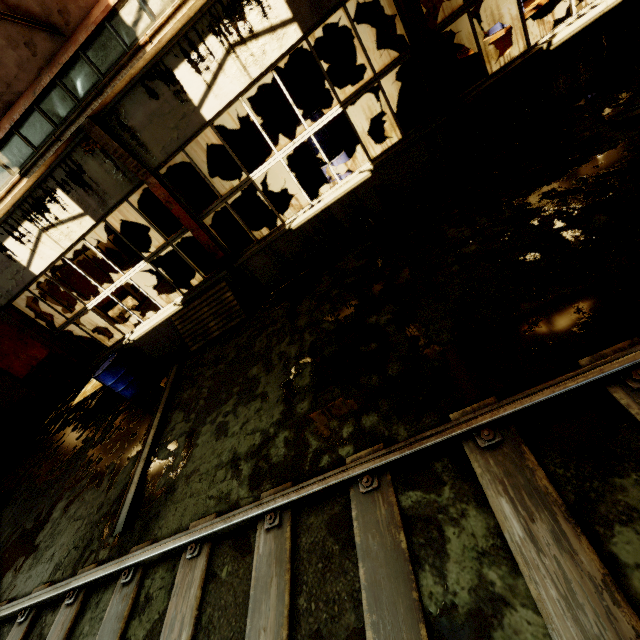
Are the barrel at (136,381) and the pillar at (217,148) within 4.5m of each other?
no

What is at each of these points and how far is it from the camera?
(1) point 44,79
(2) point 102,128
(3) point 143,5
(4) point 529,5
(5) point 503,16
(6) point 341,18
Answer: (1) crane rail, 4.7m
(2) pillar, 5.2m
(3) beam, 4.3m
(4) cable drum, 6.7m
(5) barrel, 6.5m
(6) pillar, 8.3m

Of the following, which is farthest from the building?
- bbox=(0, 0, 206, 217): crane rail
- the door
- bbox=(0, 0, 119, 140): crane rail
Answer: the door

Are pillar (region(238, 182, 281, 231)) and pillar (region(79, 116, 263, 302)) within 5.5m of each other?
yes

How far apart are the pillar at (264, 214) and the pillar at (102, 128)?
4.3 meters

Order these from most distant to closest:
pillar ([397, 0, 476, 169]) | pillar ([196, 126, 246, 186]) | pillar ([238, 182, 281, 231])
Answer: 1. pillar ([238, 182, 281, 231])
2. pillar ([196, 126, 246, 186])
3. pillar ([397, 0, 476, 169])

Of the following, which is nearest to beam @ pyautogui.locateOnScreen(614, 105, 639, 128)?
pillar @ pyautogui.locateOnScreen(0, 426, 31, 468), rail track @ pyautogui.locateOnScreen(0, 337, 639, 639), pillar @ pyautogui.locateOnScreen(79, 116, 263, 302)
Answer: rail track @ pyautogui.locateOnScreen(0, 337, 639, 639)

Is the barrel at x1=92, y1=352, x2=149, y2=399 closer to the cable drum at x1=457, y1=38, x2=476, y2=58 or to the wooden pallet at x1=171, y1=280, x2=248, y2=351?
the wooden pallet at x1=171, y1=280, x2=248, y2=351
